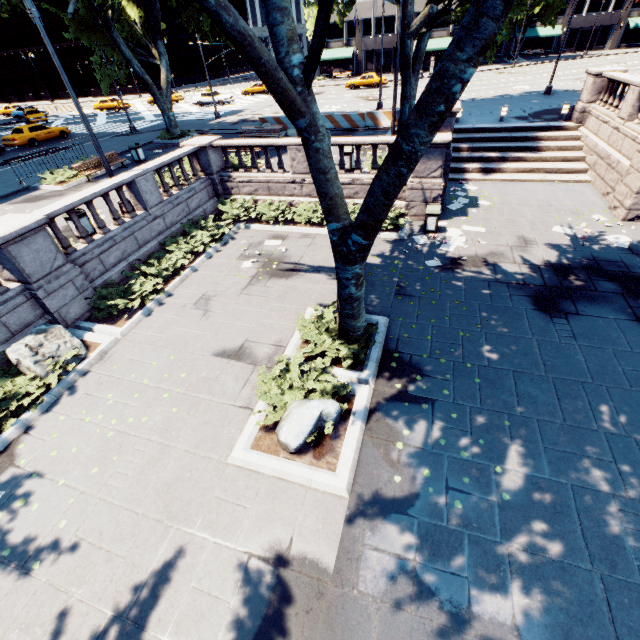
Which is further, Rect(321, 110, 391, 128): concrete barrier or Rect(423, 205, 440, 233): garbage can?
Rect(321, 110, 391, 128): concrete barrier

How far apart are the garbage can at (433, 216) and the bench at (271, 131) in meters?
12.8 m

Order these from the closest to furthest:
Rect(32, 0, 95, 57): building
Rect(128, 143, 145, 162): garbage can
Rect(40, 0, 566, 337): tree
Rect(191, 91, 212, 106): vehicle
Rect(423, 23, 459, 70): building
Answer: Rect(40, 0, 566, 337): tree → Rect(128, 143, 145, 162): garbage can → Rect(191, 91, 212, 106): vehicle → Rect(423, 23, 459, 70): building → Rect(32, 0, 95, 57): building

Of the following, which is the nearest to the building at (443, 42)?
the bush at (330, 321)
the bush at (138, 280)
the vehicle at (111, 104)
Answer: the vehicle at (111, 104)

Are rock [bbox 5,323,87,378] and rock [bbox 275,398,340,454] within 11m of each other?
yes

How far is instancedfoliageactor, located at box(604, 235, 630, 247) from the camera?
11.21m

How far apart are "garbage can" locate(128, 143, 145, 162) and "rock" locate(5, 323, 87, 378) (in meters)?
14.89

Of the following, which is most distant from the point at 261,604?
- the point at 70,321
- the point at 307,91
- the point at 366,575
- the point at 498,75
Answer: the point at 498,75
